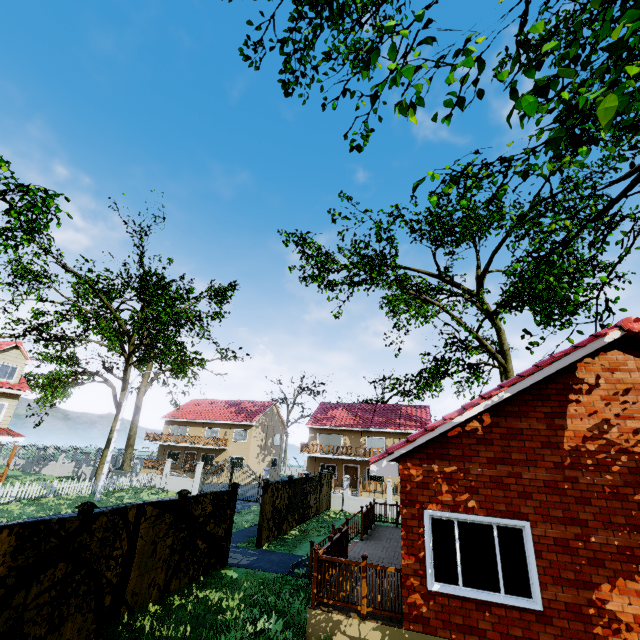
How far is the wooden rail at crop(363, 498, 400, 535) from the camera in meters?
13.3 m

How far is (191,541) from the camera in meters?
9.7 m

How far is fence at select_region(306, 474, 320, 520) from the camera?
19.4 meters

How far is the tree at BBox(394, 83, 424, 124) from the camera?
4.3m

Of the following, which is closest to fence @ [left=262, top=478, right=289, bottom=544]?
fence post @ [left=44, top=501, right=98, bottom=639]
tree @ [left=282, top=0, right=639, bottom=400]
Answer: fence post @ [left=44, top=501, right=98, bottom=639]

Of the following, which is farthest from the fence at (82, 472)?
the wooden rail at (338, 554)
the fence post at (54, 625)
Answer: the wooden rail at (338, 554)

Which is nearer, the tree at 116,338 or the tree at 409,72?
the tree at 409,72
